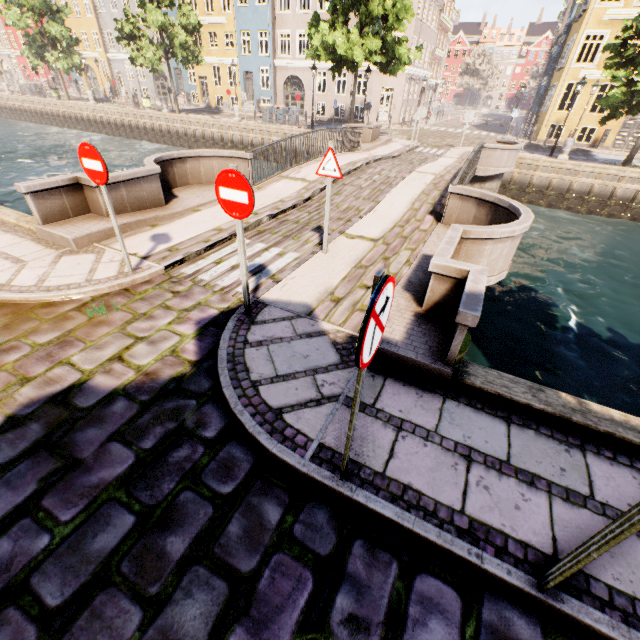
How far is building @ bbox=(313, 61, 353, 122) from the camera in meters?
28.9

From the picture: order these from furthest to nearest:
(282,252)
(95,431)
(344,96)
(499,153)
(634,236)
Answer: (344,96)
(634,236)
(499,153)
(282,252)
(95,431)

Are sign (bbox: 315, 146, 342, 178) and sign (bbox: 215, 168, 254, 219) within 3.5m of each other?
yes

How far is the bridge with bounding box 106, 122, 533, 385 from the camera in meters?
4.3

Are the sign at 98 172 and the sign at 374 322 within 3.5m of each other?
no

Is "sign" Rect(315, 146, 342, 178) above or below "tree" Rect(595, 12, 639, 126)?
below

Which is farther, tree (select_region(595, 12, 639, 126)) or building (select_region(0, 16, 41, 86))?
building (select_region(0, 16, 41, 86))

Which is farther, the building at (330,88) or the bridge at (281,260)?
the building at (330,88)
